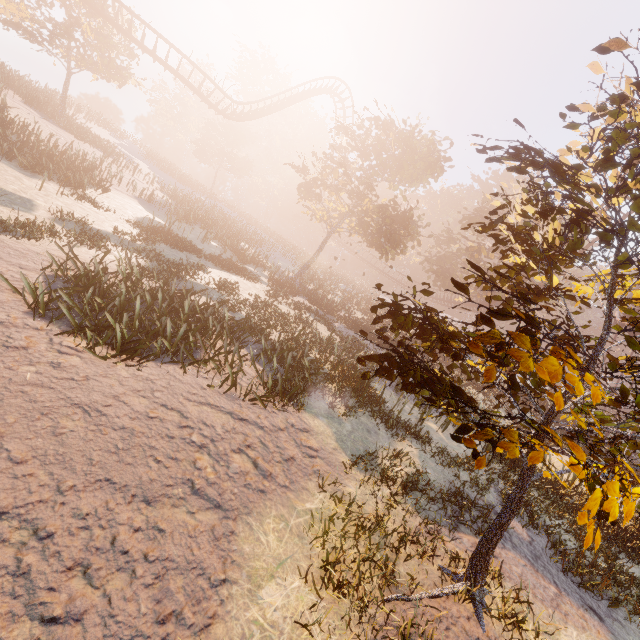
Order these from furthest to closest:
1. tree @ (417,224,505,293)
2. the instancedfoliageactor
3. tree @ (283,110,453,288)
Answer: tree @ (417,224,505,293) < tree @ (283,110,453,288) < the instancedfoliageactor

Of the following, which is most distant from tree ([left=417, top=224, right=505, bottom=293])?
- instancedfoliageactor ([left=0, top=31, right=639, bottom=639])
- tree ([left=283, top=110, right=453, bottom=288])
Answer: instancedfoliageactor ([left=0, top=31, right=639, bottom=639])

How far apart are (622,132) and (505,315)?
3.9 meters

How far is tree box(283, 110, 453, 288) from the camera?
22.31m

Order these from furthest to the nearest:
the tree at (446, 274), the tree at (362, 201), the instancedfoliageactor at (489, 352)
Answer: the tree at (446, 274), the tree at (362, 201), the instancedfoliageactor at (489, 352)

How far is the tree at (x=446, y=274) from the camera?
33.3m

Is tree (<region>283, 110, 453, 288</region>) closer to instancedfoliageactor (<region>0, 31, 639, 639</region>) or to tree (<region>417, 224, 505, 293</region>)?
tree (<region>417, 224, 505, 293</region>)

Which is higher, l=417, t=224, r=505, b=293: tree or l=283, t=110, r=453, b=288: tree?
l=283, t=110, r=453, b=288: tree
